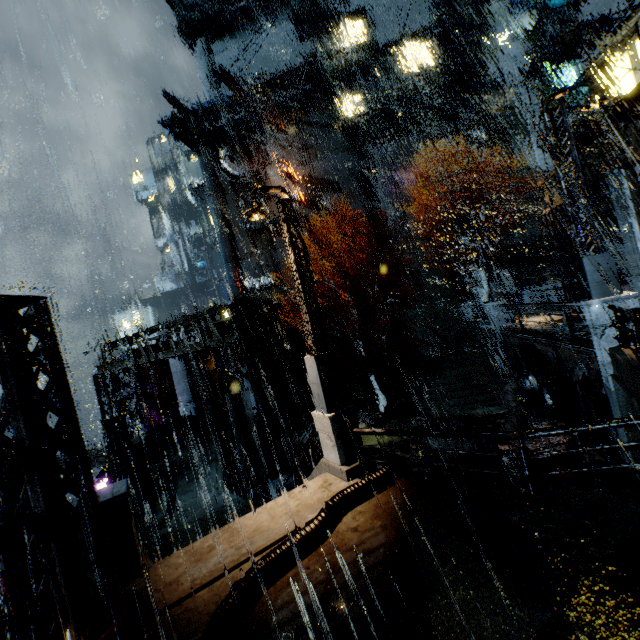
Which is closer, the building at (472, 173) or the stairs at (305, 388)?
the stairs at (305, 388)

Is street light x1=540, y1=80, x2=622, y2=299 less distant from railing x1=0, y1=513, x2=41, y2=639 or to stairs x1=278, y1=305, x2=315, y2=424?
railing x1=0, y1=513, x2=41, y2=639

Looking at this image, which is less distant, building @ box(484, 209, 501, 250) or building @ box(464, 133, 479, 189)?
building @ box(484, 209, 501, 250)

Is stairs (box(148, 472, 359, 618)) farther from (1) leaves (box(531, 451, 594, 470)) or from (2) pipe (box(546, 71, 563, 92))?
Result: (2) pipe (box(546, 71, 563, 92))

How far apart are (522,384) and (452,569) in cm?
1289

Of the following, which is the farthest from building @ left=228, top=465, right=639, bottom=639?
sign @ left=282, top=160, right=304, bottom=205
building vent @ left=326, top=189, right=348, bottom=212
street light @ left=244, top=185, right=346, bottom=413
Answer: street light @ left=244, top=185, right=346, bottom=413

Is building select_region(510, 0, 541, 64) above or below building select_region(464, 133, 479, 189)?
above

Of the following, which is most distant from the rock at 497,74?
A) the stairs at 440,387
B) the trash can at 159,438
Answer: the trash can at 159,438
